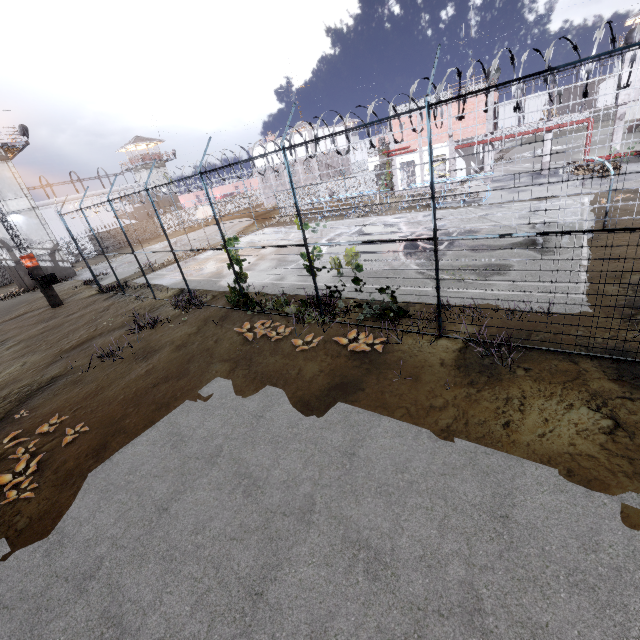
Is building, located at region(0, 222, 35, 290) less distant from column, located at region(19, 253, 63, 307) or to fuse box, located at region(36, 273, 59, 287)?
column, located at region(19, 253, 63, 307)

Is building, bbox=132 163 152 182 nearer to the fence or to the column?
the fence

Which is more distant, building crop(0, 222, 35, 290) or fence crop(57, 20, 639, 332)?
building crop(0, 222, 35, 290)

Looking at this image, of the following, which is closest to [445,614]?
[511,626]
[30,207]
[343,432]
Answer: [511,626]

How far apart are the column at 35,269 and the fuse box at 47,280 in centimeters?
1cm

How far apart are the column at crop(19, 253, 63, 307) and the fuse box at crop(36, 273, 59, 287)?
0.01m

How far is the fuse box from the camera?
21.07m

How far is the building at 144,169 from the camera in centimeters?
5425cm
